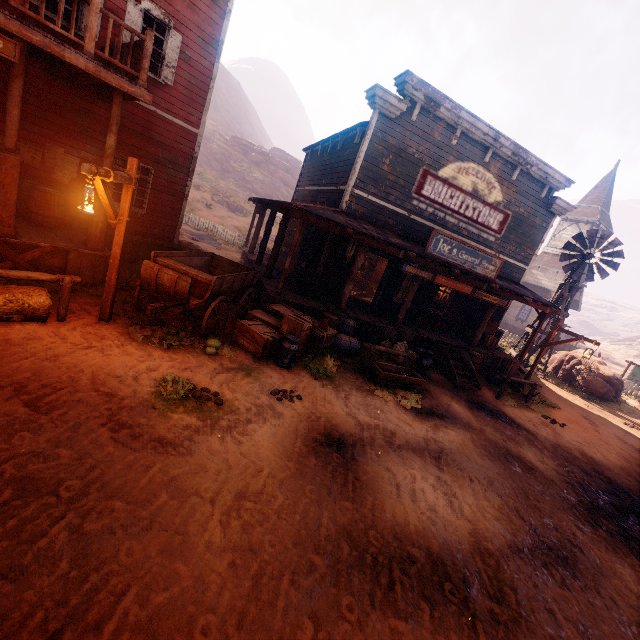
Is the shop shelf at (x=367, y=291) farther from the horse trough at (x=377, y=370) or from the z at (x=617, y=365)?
the horse trough at (x=377, y=370)

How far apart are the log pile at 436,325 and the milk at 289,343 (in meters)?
7.17

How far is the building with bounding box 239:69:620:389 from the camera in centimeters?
1082cm

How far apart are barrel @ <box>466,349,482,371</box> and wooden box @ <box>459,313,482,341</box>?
1.2 meters

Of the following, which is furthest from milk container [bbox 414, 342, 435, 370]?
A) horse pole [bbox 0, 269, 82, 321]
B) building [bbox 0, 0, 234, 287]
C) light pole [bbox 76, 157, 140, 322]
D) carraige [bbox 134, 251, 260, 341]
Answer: horse pole [bbox 0, 269, 82, 321]

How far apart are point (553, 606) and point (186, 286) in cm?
765

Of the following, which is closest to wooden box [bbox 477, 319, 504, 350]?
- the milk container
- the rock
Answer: the milk container

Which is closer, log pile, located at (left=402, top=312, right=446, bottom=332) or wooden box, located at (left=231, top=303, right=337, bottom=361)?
wooden box, located at (left=231, top=303, right=337, bottom=361)
